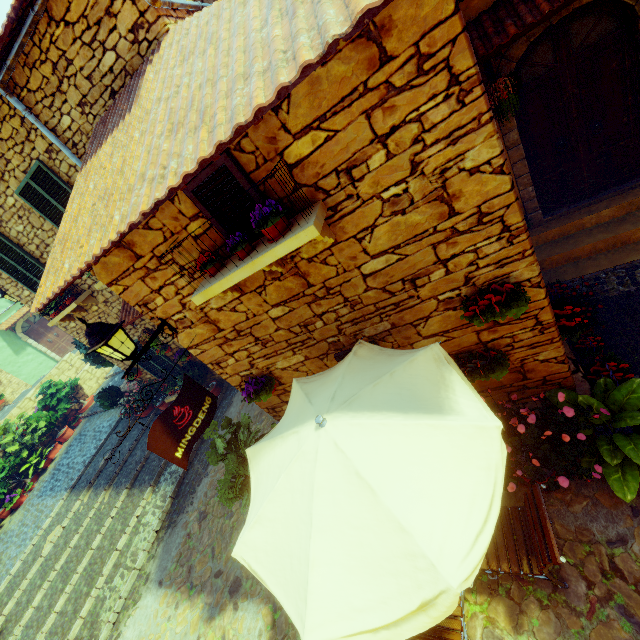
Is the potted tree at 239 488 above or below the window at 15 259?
below

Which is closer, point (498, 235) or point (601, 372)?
point (498, 235)

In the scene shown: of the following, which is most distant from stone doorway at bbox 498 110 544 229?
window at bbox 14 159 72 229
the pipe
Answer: window at bbox 14 159 72 229

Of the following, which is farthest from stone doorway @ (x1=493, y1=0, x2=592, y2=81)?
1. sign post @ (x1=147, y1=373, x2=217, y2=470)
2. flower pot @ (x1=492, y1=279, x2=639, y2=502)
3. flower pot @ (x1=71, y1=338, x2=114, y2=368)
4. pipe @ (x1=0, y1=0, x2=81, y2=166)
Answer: flower pot @ (x1=71, y1=338, x2=114, y2=368)

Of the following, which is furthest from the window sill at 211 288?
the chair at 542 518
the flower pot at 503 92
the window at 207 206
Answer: the flower pot at 503 92

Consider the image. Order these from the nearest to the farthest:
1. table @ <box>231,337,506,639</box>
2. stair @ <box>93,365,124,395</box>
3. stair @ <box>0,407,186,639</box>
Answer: table @ <box>231,337,506,639</box> < stair @ <box>0,407,186,639</box> < stair @ <box>93,365,124,395</box>

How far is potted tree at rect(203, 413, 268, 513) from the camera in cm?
459

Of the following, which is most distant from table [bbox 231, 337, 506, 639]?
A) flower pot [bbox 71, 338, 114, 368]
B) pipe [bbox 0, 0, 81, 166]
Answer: flower pot [bbox 71, 338, 114, 368]
